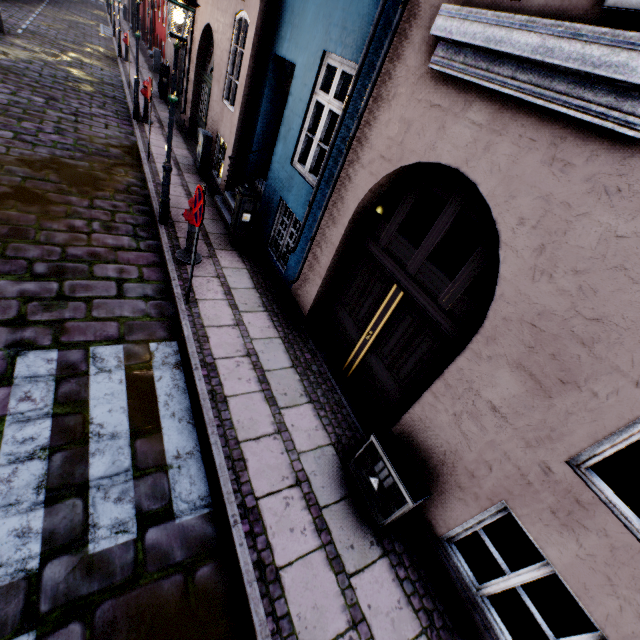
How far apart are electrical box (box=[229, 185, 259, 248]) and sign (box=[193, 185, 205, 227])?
2.08m

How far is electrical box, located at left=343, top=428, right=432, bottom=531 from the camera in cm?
329

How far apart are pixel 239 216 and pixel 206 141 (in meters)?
4.08

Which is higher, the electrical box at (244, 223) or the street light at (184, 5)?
the street light at (184, 5)

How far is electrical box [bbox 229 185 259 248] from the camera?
6.45m

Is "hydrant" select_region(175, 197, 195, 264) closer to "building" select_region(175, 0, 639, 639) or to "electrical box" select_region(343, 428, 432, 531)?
"building" select_region(175, 0, 639, 639)

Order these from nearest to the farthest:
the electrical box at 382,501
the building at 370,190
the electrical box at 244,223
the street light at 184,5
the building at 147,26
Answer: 1. the building at 370,190
2. the electrical box at 382,501
3. the street light at 184,5
4. the electrical box at 244,223
5. the building at 147,26

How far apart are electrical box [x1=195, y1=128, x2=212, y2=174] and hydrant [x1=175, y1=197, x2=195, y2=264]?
4.5m
